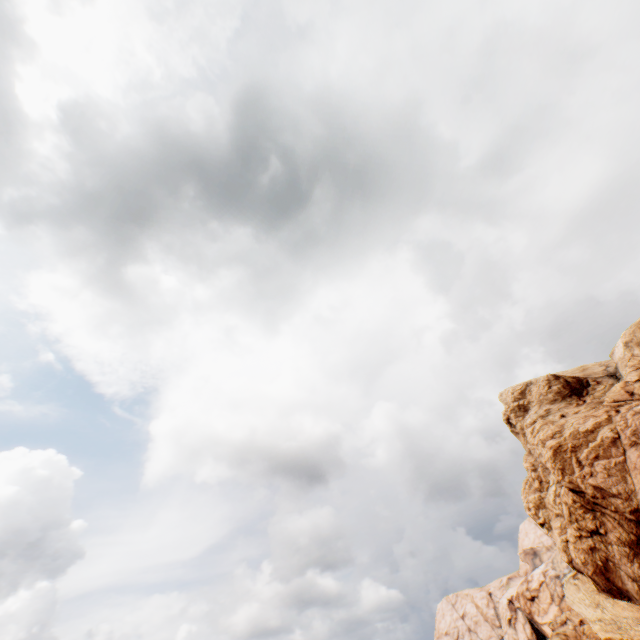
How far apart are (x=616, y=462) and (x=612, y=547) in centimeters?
599cm
